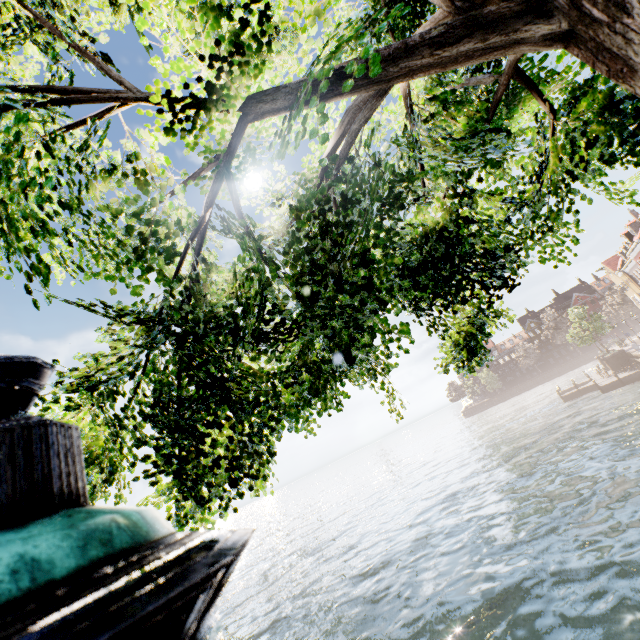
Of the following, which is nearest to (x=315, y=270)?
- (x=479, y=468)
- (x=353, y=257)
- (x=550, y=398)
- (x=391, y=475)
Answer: (x=353, y=257)

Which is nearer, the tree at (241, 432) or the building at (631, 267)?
the tree at (241, 432)

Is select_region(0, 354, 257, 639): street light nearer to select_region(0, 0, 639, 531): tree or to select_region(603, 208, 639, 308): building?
select_region(0, 0, 639, 531): tree

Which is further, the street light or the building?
the building

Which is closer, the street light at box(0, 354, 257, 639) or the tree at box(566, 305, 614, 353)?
the street light at box(0, 354, 257, 639)

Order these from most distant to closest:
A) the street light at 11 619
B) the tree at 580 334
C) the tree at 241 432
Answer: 1. the tree at 580 334
2. the tree at 241 432
3. the street light at 11 619

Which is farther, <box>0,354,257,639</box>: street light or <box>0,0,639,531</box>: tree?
<box>0,0,639,531</box>: tree

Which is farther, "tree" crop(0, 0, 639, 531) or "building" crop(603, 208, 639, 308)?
"building" crop(603, 208, 639, 308)
